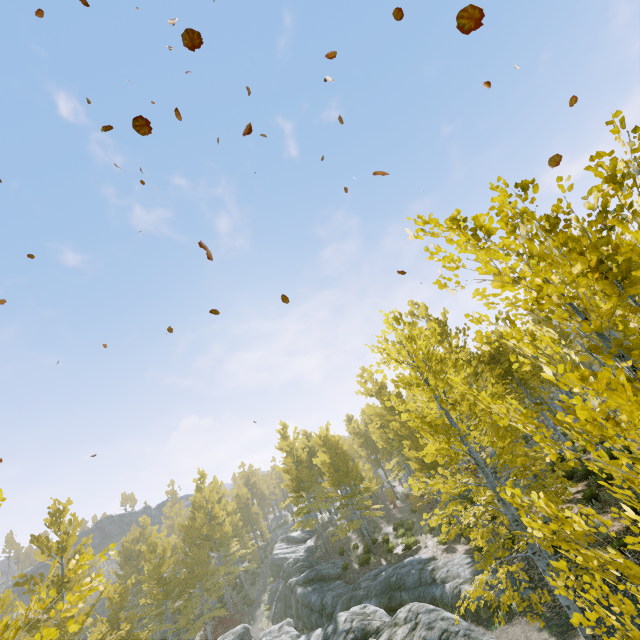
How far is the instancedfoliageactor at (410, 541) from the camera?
19.6 meters

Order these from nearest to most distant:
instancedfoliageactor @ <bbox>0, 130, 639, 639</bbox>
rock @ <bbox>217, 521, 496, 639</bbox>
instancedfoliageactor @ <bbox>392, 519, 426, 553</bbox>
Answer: instancedfoliageactor @ <bbox>0, 130, 639, 639</bbox> → rock @ <bbox>217, 521, 496, 639</bbox> → instancedfoliageactor @ <bbox>392, 519, 426, 553</bbox>

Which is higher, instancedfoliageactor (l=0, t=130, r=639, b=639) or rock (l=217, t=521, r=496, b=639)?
instancedfoliageactor (l=0, t=130, r=639, b=639)

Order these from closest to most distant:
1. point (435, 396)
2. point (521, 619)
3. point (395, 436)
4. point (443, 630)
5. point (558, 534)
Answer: point (558, 534)
point (443, 630)
point (435, 396)
point (521, 619)
point (395, 436)

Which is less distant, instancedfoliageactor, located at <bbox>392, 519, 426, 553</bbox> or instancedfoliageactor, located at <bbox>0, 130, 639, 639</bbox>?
instancedfoliageactor, located at <bbox>0, 130, 639, 639</bbox>

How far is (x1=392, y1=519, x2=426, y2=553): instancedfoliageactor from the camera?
19.6m

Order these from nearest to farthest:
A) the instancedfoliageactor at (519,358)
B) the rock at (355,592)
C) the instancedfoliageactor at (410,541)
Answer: the instancedfoliageactor at (519,358) → the rock at (355,592) → the instancedfoliageactor at (410,541)

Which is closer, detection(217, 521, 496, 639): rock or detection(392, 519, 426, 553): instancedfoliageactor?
detection(217, 521, 496, 639): rock
